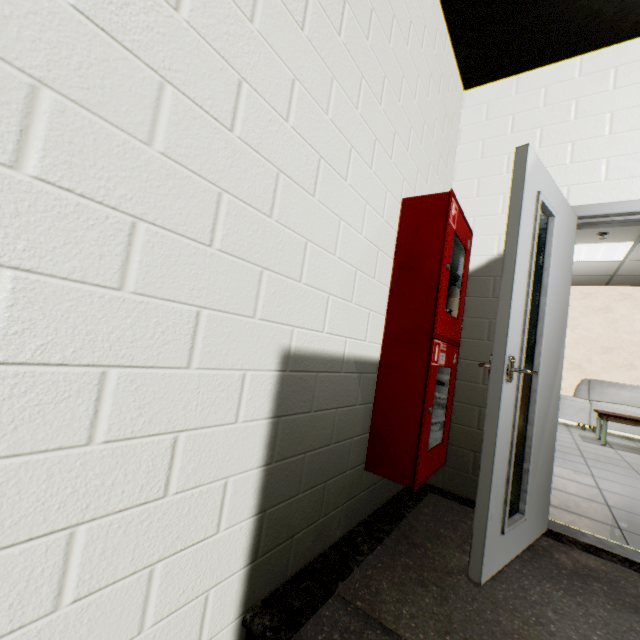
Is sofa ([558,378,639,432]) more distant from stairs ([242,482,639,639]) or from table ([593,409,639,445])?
stairs ([242,482,639,639])

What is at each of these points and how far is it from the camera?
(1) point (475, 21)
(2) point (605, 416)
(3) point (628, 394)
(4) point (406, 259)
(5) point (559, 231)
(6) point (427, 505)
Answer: (1) stairs, 2.2m
(2) table, 5.4m
(3) sofa, 6.8m
(4) cabinet, 1.8m
(5) door, 1.9m
(6) stairs, 2.1m

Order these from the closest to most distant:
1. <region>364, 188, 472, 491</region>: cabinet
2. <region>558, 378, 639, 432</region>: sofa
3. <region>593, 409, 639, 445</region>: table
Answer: <region>364, 188, 472, 491</region>: cabinet < <region>593, 409, 639, 445</region>: table < <region>558, 378, 639, 432</region>: sofa

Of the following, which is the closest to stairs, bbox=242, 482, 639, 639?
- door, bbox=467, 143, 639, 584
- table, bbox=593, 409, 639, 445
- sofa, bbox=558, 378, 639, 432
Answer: door, bbox=467, 143, 639, 584

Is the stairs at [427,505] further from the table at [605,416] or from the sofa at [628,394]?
the sofa at [628,394]

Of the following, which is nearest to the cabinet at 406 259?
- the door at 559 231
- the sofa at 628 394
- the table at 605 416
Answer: the door at 559 231

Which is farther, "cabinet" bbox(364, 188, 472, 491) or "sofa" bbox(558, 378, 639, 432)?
"sofa" bbox(558, 378, 639, 432)

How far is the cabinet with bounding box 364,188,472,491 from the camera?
1.7 meters
